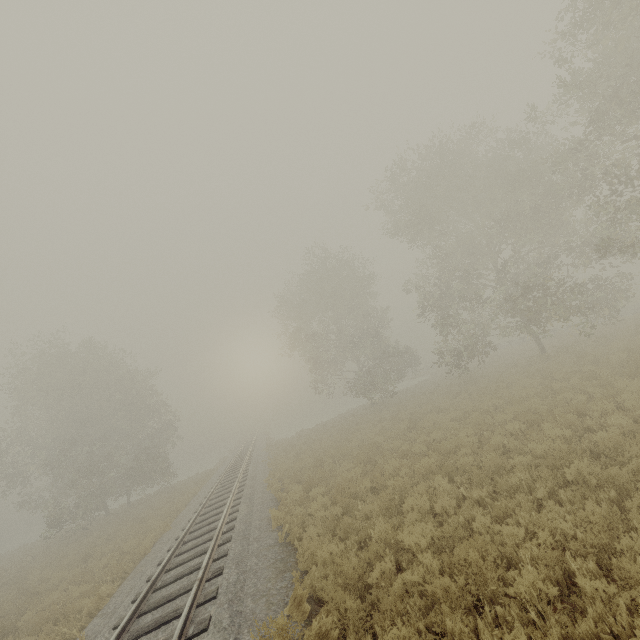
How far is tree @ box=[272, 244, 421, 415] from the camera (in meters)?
29.31

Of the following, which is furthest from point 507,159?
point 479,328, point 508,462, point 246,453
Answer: point 246,453

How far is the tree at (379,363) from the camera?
29.3 meters
